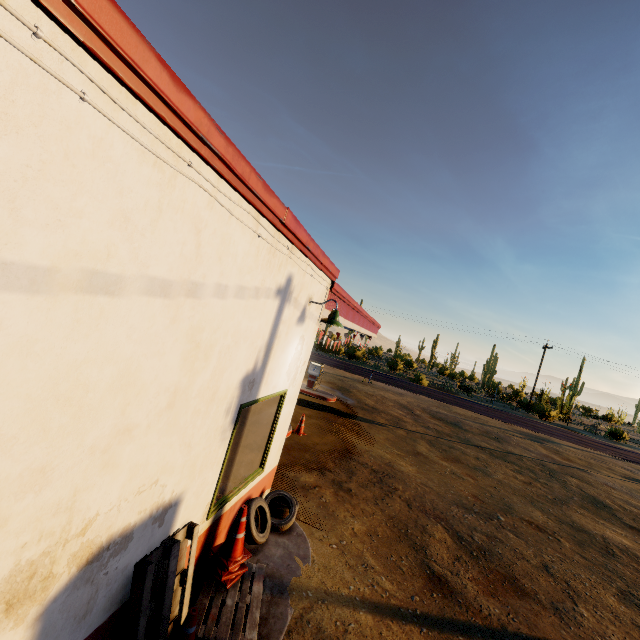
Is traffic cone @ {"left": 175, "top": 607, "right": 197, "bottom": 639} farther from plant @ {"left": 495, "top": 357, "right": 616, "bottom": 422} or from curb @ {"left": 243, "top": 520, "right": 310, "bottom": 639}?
plant @ {"left": 495, "top": 357, "right": 616, "bottom": 422}

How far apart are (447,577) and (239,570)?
4.03m

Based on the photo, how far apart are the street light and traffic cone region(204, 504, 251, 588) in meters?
3.0 m

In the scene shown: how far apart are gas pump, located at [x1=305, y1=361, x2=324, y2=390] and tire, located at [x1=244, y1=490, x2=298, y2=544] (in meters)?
10.73

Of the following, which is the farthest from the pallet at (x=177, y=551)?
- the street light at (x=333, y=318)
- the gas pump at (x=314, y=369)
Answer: the gas pump at (x=314, y=369)

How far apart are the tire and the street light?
3.2 meters

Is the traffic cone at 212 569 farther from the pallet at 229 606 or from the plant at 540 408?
the plant at 540 408

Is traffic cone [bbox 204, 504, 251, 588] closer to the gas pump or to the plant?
the gas pump
